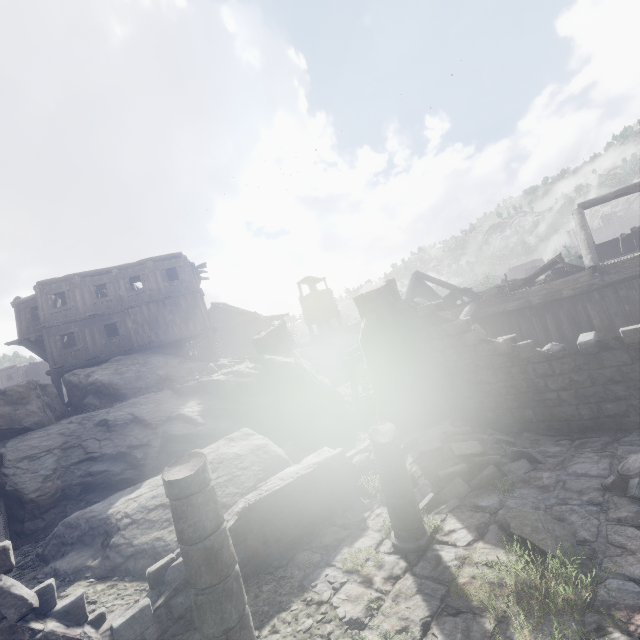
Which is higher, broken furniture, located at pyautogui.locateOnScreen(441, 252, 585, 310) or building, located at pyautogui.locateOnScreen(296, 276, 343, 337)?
building, located at pyautogui.locateOnScreen(296, 276, 343, 337)

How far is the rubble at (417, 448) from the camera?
7.2 meters

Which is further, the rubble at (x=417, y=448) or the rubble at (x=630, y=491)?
the rubble at (x=417, y=448)

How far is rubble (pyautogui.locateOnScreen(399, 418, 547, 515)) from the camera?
7.2 meters

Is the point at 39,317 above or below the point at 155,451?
above

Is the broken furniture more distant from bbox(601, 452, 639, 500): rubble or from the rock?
bbox(601, 452, 639, 500): rubble

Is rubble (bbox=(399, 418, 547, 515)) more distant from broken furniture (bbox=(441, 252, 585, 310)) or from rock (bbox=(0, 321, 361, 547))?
broken furniture (bbox=(441, 252, 585, 310))

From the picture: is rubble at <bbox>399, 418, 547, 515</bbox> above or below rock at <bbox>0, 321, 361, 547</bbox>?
below
